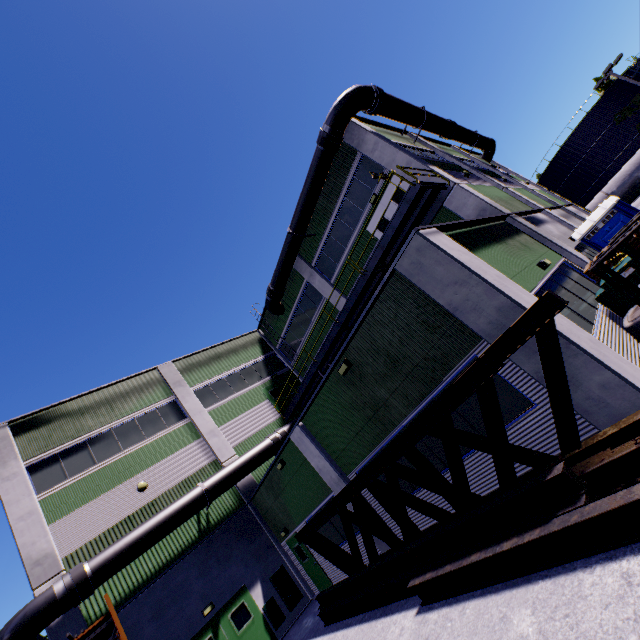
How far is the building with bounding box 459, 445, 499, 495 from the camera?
7.3m

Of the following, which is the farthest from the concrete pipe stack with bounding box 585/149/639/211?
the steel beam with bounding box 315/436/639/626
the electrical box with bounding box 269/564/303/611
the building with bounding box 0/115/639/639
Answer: the electrical box with bounding box 269/564/303/611

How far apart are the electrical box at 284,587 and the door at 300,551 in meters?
0.8

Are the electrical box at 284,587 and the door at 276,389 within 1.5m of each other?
no

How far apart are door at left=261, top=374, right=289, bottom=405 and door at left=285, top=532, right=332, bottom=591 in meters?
7.3 m

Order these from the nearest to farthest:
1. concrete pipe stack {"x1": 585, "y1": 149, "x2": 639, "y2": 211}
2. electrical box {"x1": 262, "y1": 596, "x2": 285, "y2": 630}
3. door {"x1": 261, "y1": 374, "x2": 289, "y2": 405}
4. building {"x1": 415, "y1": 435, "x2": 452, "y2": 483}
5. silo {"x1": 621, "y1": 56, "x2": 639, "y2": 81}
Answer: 1. building {"x1": 415, "y1": 435, "x2": 452, "y2": 483}
2. electrical box {"x1": 262, "y1": 596, "x2": 285, "y2": 630}
3. concrete pipe stack {"x1": 585, "y1": 149, "x2": 639, "y2": 211}
4. door {"x1": 261, "y1": 374, "x2": 289, "y2": 405}
5. silo {"x1": 621, "y1": 56, "x2": 639, "y2": 81}

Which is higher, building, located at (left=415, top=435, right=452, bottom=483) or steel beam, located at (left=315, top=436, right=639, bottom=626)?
building, located at (left=415, top=435, right=452, bottom=483)

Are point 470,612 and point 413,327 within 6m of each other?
yes
